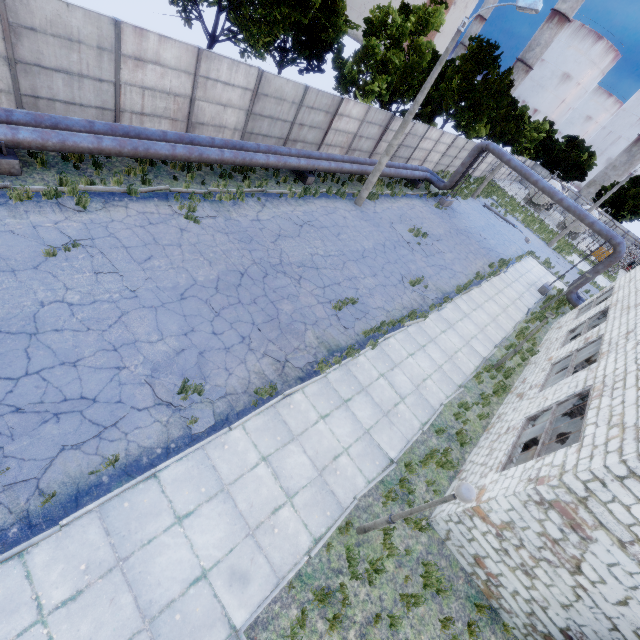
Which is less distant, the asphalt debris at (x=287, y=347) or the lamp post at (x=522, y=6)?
the asphalt debris at (x=287, y=347)

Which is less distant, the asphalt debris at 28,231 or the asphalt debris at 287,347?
the asphalt debris at 28,231

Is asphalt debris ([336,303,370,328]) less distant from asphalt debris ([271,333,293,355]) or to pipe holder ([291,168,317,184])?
asphalt debris ([271,333,293,355])

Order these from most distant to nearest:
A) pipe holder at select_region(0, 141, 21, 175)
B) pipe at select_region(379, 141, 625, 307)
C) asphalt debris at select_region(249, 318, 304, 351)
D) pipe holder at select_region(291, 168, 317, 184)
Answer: pipe at select_region(379, 141, 625, 307) < pipe holder at select_region(291, 168, 317, 184) < asphalt debris at select_region(249, 318, 304, 351) < pipe holder at select_region(0, 141, 21, 175)

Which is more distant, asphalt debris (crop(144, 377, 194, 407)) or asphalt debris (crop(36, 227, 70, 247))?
asphalt debris (crop(36, 227, 70, 247))

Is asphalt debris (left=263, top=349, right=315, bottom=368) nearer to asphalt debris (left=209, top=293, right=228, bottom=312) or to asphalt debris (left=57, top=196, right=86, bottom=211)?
asphalt debris (left=209, top=293, right=228, bottom=312)

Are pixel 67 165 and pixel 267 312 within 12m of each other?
Result: yes

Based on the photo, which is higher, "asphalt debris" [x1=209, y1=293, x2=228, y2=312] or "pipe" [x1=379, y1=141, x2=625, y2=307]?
"pipe" [x1=379, y1=141, x2=625, y2=307]
